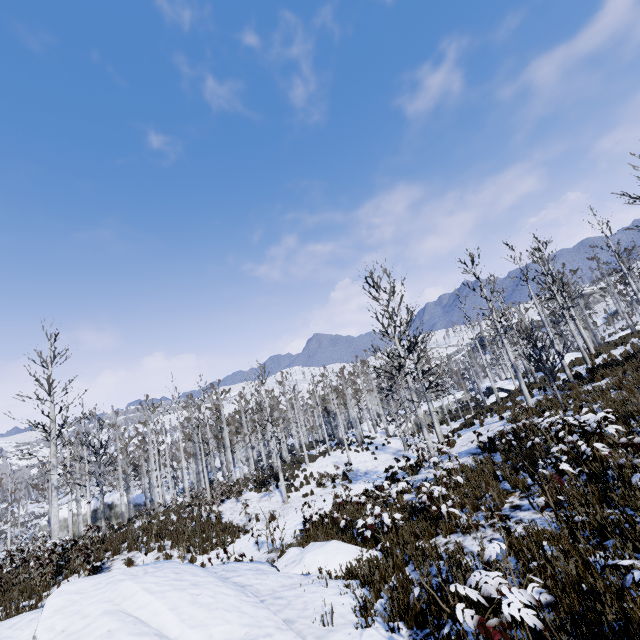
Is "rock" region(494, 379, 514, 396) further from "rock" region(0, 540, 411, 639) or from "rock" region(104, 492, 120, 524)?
"rock" region(104, 492, 120, 524)

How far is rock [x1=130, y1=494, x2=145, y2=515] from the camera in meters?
34.2

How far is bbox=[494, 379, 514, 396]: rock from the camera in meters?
28.8

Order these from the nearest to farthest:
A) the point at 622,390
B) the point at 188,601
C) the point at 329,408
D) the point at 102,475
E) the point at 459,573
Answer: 1. the point at 188,601
2. the point at 459,573
3. the point at 622,390
4. the point at 102,475
5. the point at 329,408

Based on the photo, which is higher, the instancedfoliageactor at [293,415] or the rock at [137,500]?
the instancedfoliageactor at [293,415]

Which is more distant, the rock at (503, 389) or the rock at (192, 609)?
the rock at (503, 389)

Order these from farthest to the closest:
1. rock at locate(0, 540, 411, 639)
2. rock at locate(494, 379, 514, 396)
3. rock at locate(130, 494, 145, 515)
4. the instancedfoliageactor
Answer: rock at locate(130, 494, 145, 515)
rock at locate(494, 379, 514, 396)
the instancedfoliageactor
rock at locate(0, 540, 411, 639)
